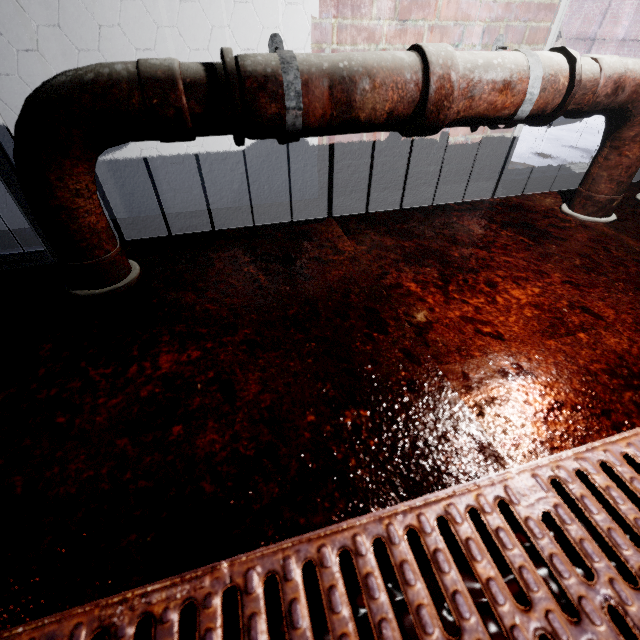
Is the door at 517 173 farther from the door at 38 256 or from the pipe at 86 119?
the door at 38 256

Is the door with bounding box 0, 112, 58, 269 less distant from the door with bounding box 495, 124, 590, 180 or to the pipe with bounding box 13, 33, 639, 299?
the pipe with bounding box 13, 33, 639, 299

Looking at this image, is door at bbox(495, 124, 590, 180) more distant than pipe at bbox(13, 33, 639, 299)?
Yes

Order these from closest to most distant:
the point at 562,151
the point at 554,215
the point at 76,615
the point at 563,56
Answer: the point at 76,615 → the point at 563,56 → the point at 554,215 → the point at 562,151

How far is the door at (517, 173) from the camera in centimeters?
169cm

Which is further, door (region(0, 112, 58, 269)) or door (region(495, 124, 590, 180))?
door (region(495, 124, 590, 180))

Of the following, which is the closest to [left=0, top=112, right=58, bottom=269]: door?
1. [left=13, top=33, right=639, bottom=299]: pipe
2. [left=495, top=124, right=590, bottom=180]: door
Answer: [left=13, top=33, right=639, bottom=299]: pipe
